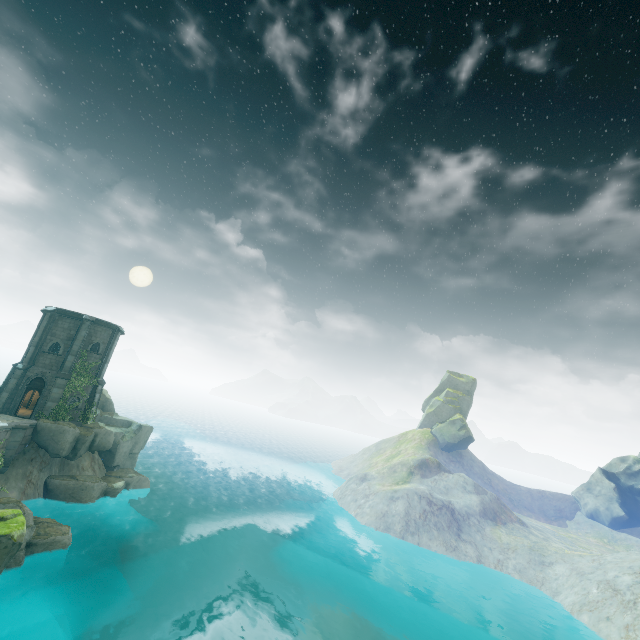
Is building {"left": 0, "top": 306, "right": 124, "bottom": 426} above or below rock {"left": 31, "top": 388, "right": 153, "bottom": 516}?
A: above

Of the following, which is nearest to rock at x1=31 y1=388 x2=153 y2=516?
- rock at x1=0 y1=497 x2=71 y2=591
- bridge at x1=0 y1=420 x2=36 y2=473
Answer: bridge at x1=0 y1=420 x2=36 y2=473

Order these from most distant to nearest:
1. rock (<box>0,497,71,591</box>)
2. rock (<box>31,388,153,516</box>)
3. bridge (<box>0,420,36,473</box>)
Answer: rock (<box>31,388,153,516</box>)
bridge (<box>0,420,36,473</box>)
rock (<box>0,497,71,591</box>)

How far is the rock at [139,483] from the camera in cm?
2555

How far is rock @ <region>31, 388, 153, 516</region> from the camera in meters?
25.5 m

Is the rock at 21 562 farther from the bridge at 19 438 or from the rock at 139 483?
the rock at 139 483

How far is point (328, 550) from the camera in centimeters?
3331cm

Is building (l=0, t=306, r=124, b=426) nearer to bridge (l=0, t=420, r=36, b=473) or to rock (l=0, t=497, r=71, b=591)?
bridge (l=0, t=420, r=36, b=473)
